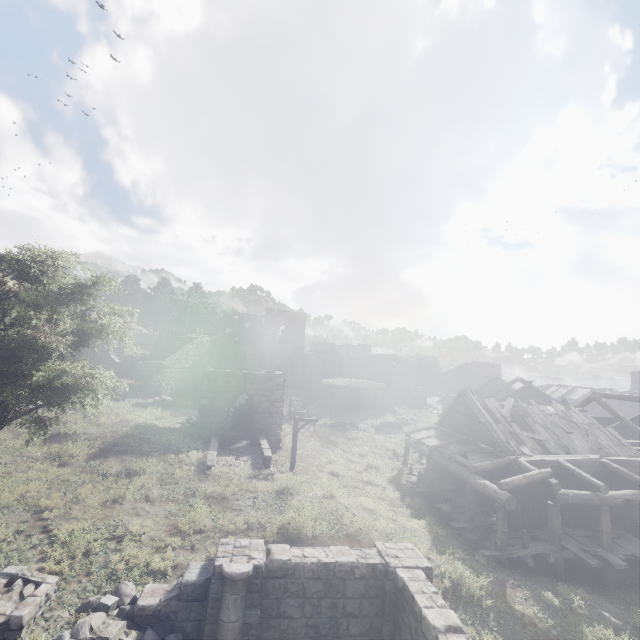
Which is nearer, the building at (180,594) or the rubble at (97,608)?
the rubble at (97,608)

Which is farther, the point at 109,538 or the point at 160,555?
the point at 109,538

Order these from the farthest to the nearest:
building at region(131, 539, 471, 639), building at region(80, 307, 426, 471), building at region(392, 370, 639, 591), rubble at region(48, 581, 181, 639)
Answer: building at region(80, 307, 426, 471), building at region(392, 370, 639, 591), building at region(131, 539, 471, 639), rubble at region(48, 581, 181, 639)

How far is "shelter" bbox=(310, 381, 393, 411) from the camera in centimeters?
3762cm

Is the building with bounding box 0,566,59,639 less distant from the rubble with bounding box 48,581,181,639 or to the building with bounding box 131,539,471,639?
the rubble with bounding box 48,581,181,639

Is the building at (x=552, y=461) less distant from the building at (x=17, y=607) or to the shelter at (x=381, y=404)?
the shelter at (x=381, y=404)

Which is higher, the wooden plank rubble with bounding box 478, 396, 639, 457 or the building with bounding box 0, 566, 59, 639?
the wooden plank rubble with bounding box 478, 396, 639, 457

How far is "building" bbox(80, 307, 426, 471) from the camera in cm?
2289
